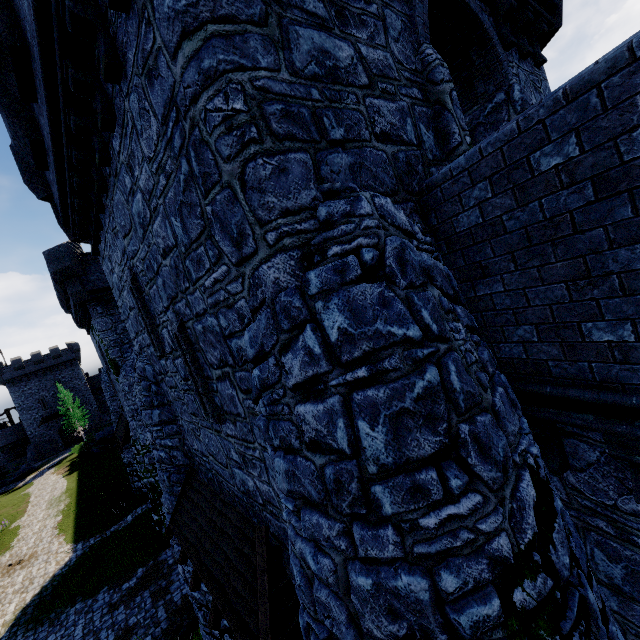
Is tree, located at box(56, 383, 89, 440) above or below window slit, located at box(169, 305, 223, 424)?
below

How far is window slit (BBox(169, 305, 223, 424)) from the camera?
5.40m

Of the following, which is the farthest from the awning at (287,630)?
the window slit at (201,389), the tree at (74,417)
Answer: the tree at (74,417)

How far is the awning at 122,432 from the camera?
19.55m

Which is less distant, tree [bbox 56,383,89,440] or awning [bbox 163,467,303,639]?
awning [bbox 163,467,303,639]

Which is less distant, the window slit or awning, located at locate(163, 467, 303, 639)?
awning, located at locate(163, 467, 303, 639)

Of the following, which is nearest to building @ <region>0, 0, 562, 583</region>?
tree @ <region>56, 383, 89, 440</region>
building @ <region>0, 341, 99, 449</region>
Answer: tree @ <region>56, 383, 89, 440</region>

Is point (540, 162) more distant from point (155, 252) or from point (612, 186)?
point (155, 252)
